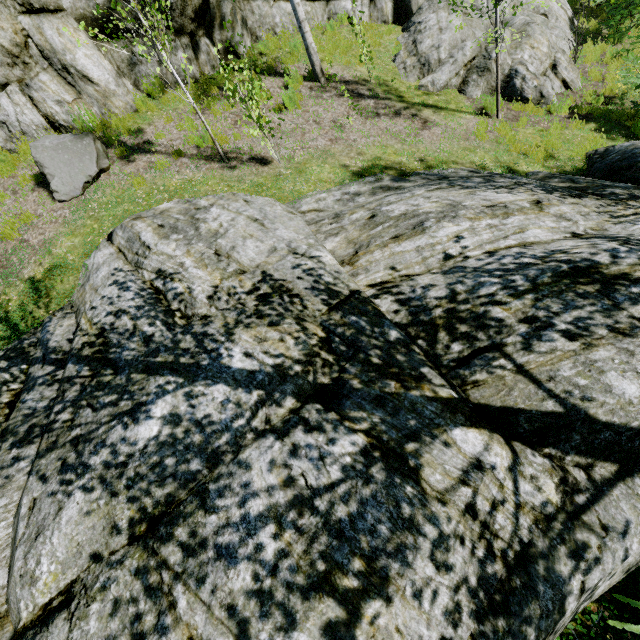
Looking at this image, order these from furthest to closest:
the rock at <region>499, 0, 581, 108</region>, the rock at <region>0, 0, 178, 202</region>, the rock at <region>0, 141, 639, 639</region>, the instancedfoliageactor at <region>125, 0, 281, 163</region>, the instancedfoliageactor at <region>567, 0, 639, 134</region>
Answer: the rock at <region>499, 0, 581, 108</region> → the instancedfoliageactor at <region>567, 0, 639, 134</region> → the rock at <region>0, 0, 178, 202</region> → the instancedfoliageactor at <region>125, 0, 281, 163</region> → the rock at <region>0, 141, 639, 639</region>

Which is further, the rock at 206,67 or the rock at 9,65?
the rock at 206,67

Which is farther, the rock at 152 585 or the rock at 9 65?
the rock at 9 65

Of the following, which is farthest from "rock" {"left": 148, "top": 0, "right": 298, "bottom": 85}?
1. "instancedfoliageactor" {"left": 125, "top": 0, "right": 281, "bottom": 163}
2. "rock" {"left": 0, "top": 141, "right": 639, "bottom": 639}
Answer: "rock" {"left": 0, "top": 141, "right": 639, "bottom": 639}

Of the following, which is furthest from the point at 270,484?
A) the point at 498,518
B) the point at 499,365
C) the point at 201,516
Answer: the point at 499,365

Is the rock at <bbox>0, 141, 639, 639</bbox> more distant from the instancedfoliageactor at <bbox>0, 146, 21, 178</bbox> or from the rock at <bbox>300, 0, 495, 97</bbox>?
the rock at <bbox>300, 0, 495, 97</bbox>
